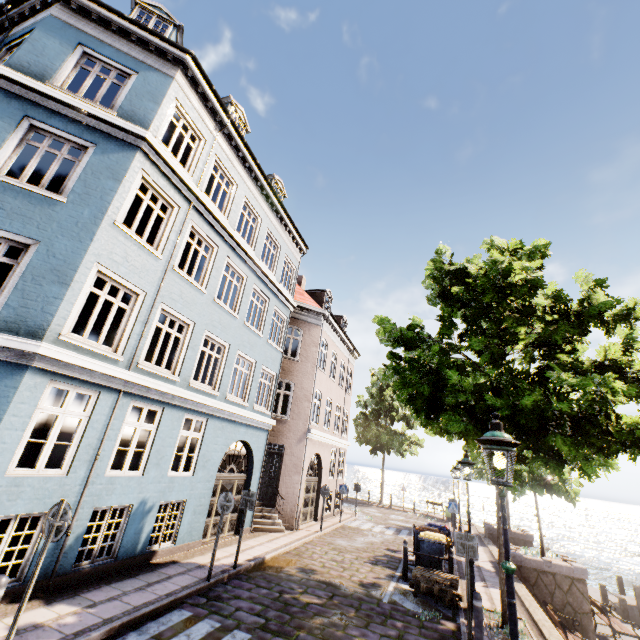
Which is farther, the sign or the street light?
the sign

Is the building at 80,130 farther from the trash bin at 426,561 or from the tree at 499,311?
the trash bin at 426,561

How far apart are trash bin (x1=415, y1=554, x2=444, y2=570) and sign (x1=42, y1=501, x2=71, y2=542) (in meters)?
10.14

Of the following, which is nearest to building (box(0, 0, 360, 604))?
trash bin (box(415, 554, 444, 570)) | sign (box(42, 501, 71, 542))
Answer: sign (box(42, 501, 71, 542))

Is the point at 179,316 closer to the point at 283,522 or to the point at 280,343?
the point at 280,343

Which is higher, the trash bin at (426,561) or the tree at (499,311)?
the tree at (499,311)

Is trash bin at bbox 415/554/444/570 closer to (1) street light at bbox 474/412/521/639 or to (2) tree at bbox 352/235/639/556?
(2) tree at bbox 352/235/639/556

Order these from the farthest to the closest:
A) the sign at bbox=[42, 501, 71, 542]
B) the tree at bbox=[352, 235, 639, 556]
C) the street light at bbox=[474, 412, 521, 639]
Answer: the tree at bbox=[352, 235, 639, 556] → the sign at bbox=[42, 501, 71, 542] → the street light at bbox=[474, 412, 521, 639]
